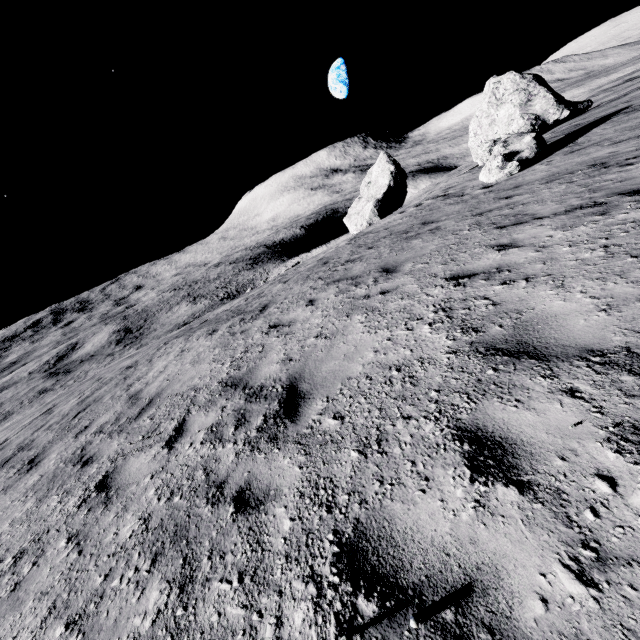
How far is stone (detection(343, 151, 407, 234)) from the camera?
29.36m

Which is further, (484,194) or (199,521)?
(484,194)

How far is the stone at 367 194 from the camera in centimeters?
2936cm
